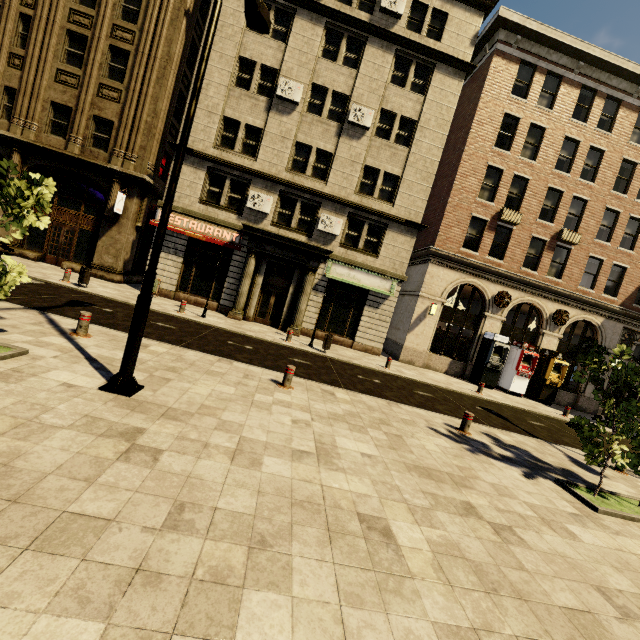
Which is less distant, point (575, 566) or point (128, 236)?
point (575, 566)

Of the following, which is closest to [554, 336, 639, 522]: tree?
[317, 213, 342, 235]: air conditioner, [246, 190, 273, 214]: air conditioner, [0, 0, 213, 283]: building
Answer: [0, 0, 213, 283]: building

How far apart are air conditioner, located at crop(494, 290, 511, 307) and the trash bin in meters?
21.0

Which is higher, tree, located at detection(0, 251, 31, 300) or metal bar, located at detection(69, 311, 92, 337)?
tree, located at detection(0, 251, 31, 300)

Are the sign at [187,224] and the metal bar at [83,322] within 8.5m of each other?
no

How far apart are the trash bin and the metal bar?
7.4m

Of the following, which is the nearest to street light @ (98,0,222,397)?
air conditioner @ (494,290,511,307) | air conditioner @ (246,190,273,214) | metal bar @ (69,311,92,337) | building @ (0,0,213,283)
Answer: metal bar @ (69,311,92,337)

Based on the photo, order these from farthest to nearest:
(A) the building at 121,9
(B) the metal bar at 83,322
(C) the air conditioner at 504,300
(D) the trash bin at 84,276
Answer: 1. (C) the air conditioner at 504,300
2. (A) the building at 121,9
3. (D) the trash bin at 84,276
4. (B) the metal bar at 83,322
